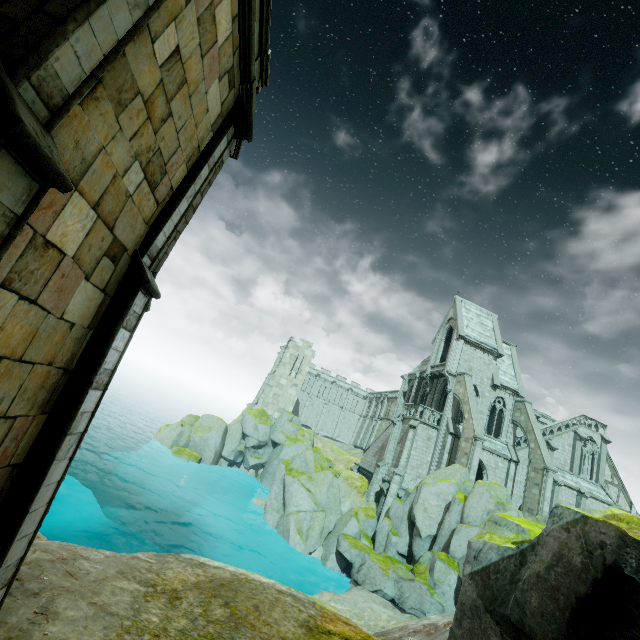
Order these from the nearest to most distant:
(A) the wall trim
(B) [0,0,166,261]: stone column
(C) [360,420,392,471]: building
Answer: (B) [0,0,166,261]: stone column
(A) the wall trim
(C) [360,420,392,471]: building

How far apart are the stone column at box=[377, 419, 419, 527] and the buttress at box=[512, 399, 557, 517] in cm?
969

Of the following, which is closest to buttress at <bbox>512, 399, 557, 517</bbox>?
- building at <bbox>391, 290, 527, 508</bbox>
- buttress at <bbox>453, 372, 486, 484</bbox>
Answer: building at <bbox>391, 290, 527, 508</bbox>

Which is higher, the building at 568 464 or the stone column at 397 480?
the building at 568 464

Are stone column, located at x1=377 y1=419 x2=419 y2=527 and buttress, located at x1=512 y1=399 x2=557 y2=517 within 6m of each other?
no

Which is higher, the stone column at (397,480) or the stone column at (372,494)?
the stone column at (397,480)

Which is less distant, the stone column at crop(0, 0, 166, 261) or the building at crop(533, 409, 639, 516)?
the stone column at crop(0, 0, 166, 261)

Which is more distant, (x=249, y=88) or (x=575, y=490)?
(x=575, y=490)
